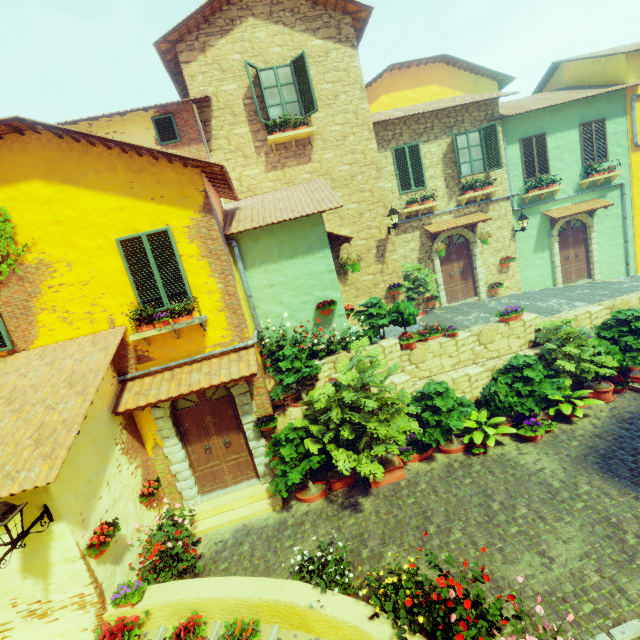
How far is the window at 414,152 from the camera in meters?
11.9 m

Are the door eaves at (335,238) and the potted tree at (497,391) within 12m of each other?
yes

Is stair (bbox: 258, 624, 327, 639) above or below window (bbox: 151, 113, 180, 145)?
below

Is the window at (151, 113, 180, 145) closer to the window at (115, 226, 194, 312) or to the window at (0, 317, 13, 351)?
the window at (115, 226, 194, 312)

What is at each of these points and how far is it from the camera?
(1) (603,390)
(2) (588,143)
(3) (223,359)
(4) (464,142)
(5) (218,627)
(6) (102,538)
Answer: (1) potted tree, 8.3m
(2) window, 13.1m
(3) door eaves, 7.2m
(4) window, 12.2m
(5) stair, 5.1m
(6) flower pot, 5.1m

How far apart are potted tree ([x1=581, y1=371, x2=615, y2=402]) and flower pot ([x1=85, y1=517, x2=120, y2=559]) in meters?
11.0 m

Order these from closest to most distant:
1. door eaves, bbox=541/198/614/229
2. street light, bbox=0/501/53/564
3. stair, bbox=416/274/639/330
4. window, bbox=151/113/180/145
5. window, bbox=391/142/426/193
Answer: street light, bbox=0/501/53/564 < window, bbox=151/113/180/145 < stair, bbox=416/274/639/330 < window, bbox=391/142/426/193 < door eaves, bbox=541/198/614/229

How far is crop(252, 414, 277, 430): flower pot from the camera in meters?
7.5
